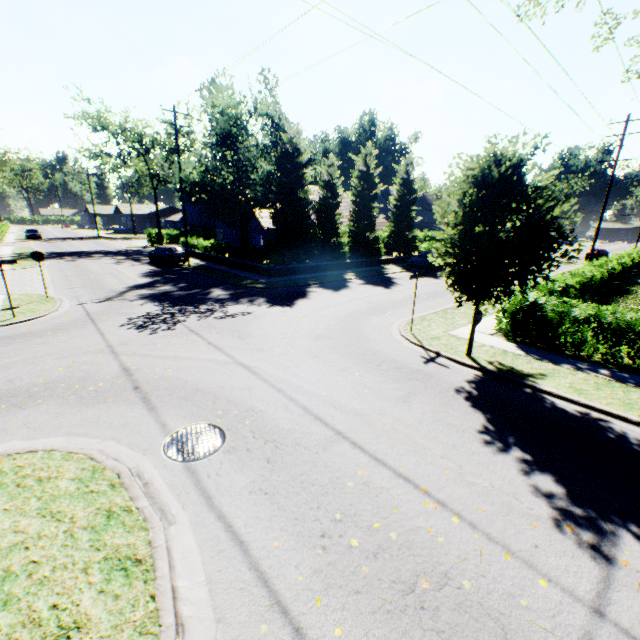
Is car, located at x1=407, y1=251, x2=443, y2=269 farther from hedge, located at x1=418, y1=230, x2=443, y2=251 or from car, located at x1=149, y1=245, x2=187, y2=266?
car, located at x1=149, y1=245, x2=187, y2=266

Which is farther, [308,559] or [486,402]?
[486,402]

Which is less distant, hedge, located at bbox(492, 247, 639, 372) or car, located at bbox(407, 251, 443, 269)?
hedge, located at bbox(492, 247, 639, 372)

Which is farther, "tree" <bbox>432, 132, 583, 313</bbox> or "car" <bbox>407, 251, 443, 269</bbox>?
"car" <bbox>407, 251, 443, 269</bbox>

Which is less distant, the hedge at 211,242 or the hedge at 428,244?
the hedge at 211,242

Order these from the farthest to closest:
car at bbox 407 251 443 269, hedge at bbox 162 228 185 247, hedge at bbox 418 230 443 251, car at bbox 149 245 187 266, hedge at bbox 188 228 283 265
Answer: hedge at bbox 418 230 443 251 < hedge at bbox 162 228 185 247 < car at bbox 407 251 443 269 < car at bbox 149 245 187 266 < hedge at bbox 188 228 283 265

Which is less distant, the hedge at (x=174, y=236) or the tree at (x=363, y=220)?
the tree at (x=363, y=220)

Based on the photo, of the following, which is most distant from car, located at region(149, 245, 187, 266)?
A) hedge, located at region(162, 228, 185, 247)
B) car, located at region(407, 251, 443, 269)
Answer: car, located at region(407, 251, 443, 269)
